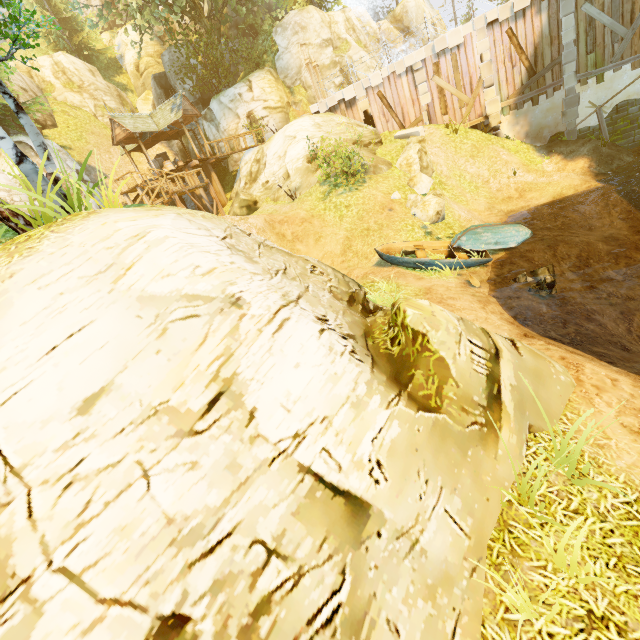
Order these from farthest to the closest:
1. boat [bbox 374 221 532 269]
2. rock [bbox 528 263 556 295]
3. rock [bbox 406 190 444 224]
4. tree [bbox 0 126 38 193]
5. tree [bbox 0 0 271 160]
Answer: rock [bbox 406 190 444 224]
boat [bbox 374 221 532 269]
rock [bbox 528 263 556 295]
tree [bbox 0 0 271 160]
tree [bbox 0 126 38 193]

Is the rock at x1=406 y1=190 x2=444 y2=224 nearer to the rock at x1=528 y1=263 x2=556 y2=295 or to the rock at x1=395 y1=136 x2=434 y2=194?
the rock at x1=395 y1=136 x2=434 y2=194

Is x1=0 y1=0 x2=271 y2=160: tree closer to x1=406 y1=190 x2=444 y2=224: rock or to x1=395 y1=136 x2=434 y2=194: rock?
x1=406 y1=190 x2=444 y2=224: rock

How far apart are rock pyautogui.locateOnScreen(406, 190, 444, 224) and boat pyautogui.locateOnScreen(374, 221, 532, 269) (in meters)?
1.47

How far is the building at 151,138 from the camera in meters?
21.6 m

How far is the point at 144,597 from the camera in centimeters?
260cm

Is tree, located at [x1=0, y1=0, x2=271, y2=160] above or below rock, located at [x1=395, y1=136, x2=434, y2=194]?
above

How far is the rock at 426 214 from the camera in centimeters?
1323cm
